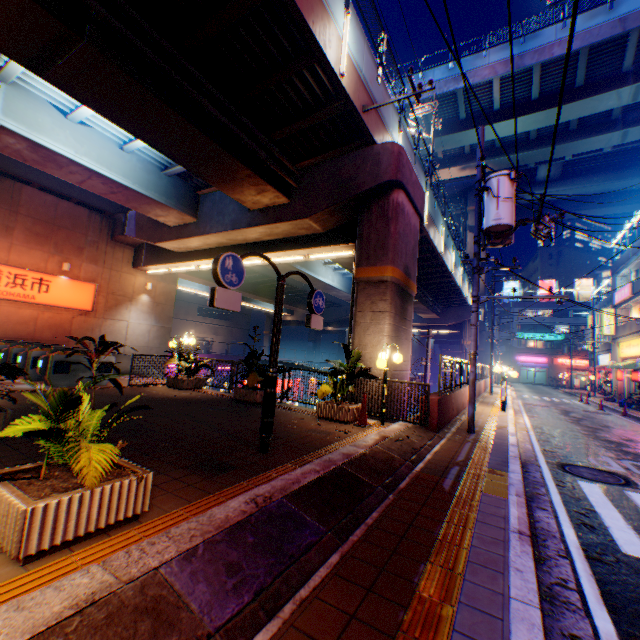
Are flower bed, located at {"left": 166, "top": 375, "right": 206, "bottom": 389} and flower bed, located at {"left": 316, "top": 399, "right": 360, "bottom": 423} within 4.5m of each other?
no

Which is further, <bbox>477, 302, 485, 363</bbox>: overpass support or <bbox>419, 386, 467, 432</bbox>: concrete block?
<bbox>477, 302, 485, 363</bbox>: overpass support

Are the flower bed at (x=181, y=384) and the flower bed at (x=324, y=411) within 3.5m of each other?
no

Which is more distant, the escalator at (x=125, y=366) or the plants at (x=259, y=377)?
the escalator at (x=125, y=366)

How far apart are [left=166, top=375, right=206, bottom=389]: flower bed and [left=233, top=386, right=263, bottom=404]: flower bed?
2.5 meters

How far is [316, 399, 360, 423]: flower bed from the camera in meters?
8.6 m

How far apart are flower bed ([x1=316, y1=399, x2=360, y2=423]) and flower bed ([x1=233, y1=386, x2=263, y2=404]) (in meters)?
2.22

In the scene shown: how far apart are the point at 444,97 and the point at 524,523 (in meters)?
33.07
